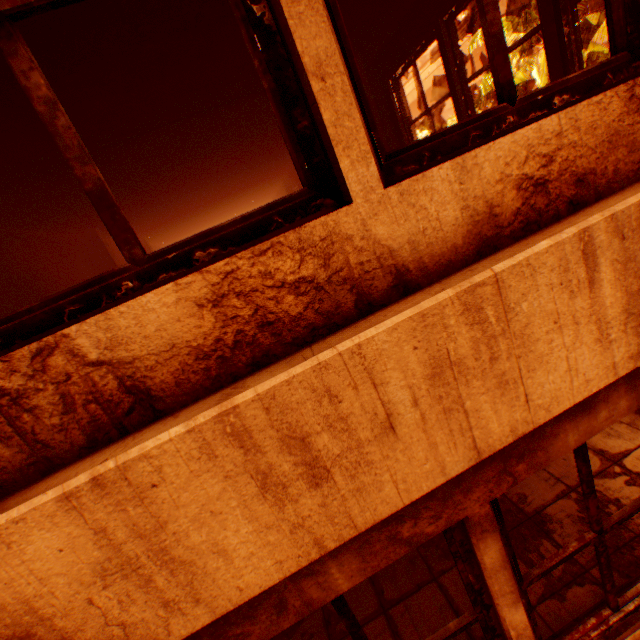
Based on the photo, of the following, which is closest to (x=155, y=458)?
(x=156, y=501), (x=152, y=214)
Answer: (x=156, y=501)

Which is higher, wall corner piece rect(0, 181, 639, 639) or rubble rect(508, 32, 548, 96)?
rubble rect(508, 32, 548, 96)

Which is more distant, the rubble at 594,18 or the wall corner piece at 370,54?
the rubble at 594,18

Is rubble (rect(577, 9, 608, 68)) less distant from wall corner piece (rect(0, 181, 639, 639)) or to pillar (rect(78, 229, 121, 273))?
wall corner piece (rect(0, 181, 639, 639))

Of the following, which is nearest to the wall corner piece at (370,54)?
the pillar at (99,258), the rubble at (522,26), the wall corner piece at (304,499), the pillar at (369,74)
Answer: the pillar at (369,74)

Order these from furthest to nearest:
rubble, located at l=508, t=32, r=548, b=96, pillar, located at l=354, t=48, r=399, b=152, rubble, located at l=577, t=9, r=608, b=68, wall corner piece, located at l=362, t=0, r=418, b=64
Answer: rubble, located at l=508, t=32, r=548, b=96
rubble, located at l=577, t=9, r=608, b=68
pillar, located at l=354, t=48, r=399, b=152
wall corner piece, located at l=362, t=0, r=418, b=64

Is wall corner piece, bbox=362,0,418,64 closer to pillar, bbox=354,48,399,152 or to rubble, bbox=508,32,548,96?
pillar, bbox=354,48,399,152
